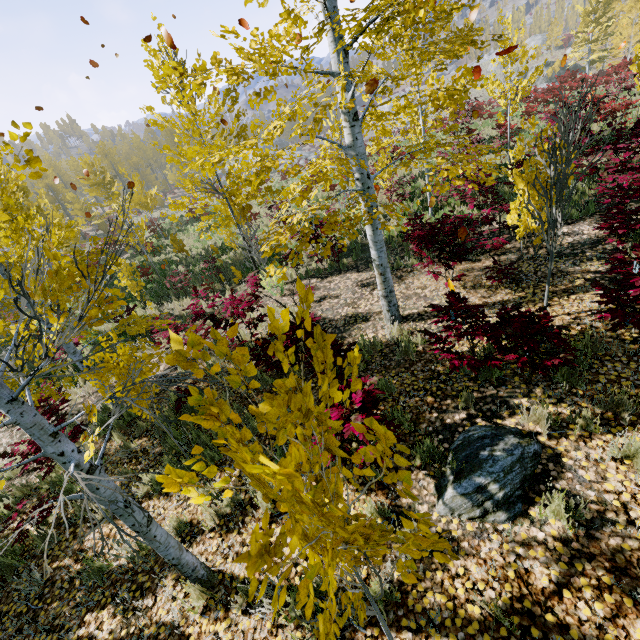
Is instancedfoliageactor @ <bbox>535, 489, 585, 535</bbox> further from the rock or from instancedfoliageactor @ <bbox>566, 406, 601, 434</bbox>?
instancedfoliageactor @ <bbox>566, 406, 601, 434</bbox>

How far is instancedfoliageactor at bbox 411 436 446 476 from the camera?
3.5m

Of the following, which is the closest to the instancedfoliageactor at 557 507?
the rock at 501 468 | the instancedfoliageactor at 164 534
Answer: the rock at 501 468

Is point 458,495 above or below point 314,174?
below

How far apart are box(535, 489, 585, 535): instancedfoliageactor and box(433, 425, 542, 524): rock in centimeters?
20cm
